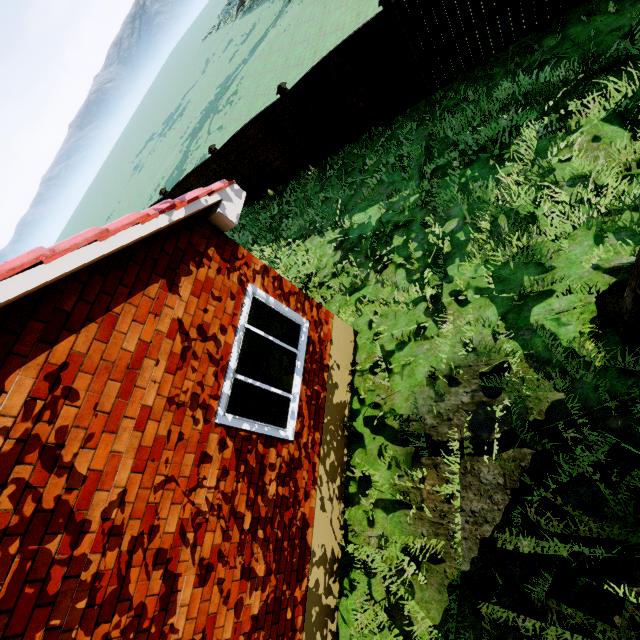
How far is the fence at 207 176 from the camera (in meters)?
11.50

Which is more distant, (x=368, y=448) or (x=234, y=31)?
(x=234, y=31)

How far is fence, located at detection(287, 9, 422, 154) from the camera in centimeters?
784cm

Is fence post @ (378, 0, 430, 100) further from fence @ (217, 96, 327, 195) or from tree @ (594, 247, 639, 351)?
tree @ (594, 247, 639, 351)

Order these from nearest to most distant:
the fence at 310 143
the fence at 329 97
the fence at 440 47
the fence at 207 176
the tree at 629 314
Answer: the tree at 629 314, the fence at 440 47, the fence at 329 97, the fence at 310 143, the fence at 207 176

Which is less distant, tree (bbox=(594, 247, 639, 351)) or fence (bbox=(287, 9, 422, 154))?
tree (bbox=(594, 247, 639, 351))

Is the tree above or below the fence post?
below

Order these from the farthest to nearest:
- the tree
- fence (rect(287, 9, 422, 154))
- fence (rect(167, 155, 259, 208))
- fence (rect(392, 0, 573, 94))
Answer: fence (rect(167, 155, 259, 208))
fence (rect(287, 9, 422, 154))
fence (rect(392, 0, 573, 94))
the tree
